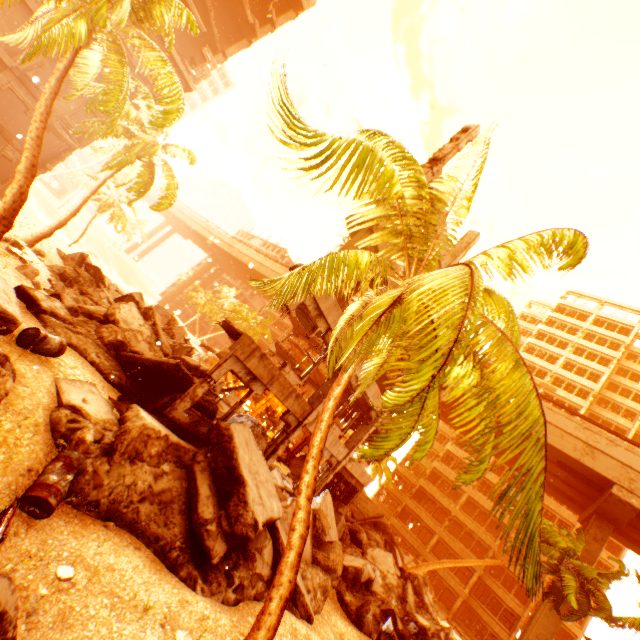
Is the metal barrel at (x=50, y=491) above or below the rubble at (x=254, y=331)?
below

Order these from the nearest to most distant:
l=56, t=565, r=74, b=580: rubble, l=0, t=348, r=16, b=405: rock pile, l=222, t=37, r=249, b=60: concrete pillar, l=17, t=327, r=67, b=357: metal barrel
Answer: l=56, t=565, r=74, b=580: rubble → l=0, t=348, r=16, b=405: rock pile → l=17, t=327, r=67, b=357: metal barrel → l=222, t=37, r=249, b=60: concrete pillar

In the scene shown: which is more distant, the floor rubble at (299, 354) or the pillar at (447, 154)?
the floor rubble at (299, 354)

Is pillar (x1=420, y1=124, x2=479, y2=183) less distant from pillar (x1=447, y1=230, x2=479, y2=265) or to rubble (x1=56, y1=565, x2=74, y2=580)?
pillar (x1=447, y1=230, x2=479, y2=265)

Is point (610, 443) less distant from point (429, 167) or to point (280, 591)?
point (429, 167)

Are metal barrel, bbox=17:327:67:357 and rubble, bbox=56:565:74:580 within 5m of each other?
yes

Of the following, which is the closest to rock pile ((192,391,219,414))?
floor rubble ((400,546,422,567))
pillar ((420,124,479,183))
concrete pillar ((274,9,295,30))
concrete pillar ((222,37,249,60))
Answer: floor rubble ((400,546,422,567))

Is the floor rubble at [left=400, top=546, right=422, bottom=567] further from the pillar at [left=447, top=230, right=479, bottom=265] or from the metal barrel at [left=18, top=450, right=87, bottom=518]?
the metal barrel at [left=18, top=450, right=87, bottom=518]
